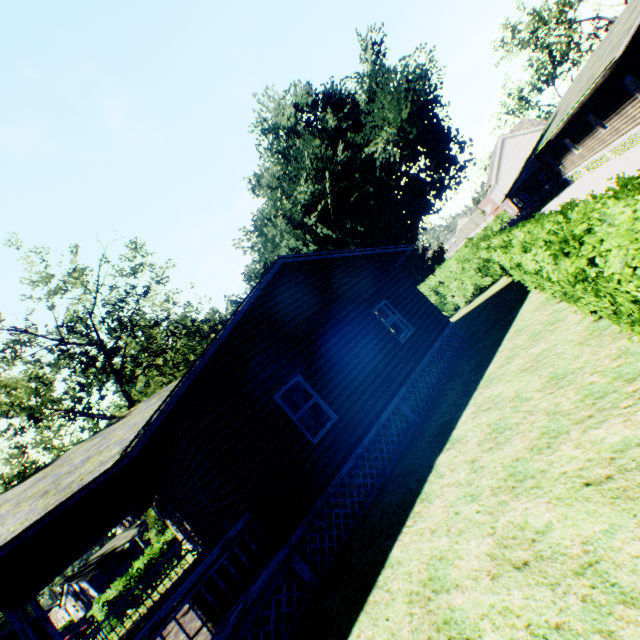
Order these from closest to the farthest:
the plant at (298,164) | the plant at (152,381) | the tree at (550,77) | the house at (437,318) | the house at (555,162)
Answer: the house at (437,318), the house at (555,162), the plant at (152,381), the plant at (298,164), the tree at (550,77)

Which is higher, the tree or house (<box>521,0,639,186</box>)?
the tree

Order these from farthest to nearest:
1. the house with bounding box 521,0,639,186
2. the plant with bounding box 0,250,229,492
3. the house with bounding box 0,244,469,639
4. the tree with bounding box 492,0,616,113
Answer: the tree with bounding box 492,0,616,113, the plant with bounding box 0,250,229,492, the house with bounding box 521,0,639,186, the house with bounding box 0,244,469,639

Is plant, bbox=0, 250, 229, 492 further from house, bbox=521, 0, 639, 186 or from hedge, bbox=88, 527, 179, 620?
house, bbox=521, 0, 639, 186

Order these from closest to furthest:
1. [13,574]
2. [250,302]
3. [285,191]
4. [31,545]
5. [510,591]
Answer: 1. [510,591]
2. [31,545]
3. [13,574]
4. [250,302]
5. [285,191]

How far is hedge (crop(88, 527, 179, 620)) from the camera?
21.94m

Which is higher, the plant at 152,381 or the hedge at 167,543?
the plant at 152,381

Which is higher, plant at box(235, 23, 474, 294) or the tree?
the tree
